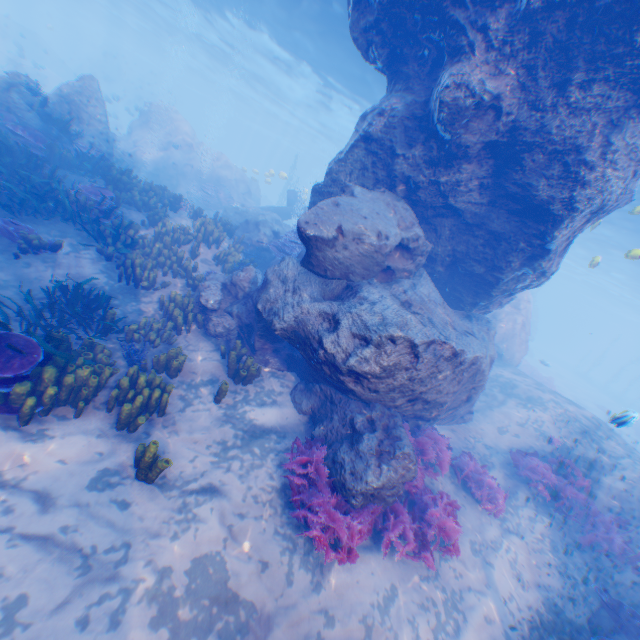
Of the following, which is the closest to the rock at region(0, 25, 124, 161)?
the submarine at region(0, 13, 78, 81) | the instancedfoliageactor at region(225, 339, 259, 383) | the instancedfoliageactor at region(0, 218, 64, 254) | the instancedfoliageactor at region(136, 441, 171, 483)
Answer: the submarine at region(0, 13, 78, 81)

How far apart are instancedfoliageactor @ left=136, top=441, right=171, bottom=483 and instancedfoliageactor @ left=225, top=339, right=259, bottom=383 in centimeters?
262cm

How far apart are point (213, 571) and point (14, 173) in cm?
1067

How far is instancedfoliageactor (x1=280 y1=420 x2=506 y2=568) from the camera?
5.3 meters

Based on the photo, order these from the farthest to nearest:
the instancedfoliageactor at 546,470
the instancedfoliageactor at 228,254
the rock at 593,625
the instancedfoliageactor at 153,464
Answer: the instancedfoliageactor at 228,254
the instancedfoliageactor at 546,470
the rock at 593,625
the instancedfoliageactor at 153,464

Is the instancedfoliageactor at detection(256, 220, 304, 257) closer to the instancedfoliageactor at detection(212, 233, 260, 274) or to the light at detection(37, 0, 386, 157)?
the instancedfoliageactor at detection(212, 233, 260, 274)

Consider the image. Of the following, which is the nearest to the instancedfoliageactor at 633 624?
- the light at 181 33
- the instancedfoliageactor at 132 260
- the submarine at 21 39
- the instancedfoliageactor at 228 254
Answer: the light at 181 33

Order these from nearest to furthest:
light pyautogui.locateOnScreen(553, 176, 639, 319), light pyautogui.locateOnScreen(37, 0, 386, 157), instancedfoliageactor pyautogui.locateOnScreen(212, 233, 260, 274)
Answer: instancedfoliageactor pyautogui.locateOnScreen(212, 233, 260, 274) → light pyautogui.locateOnScreen(37, 0, 386, 157) → light pyautogui.locateOnScreen(553, 176, 639, 319)
